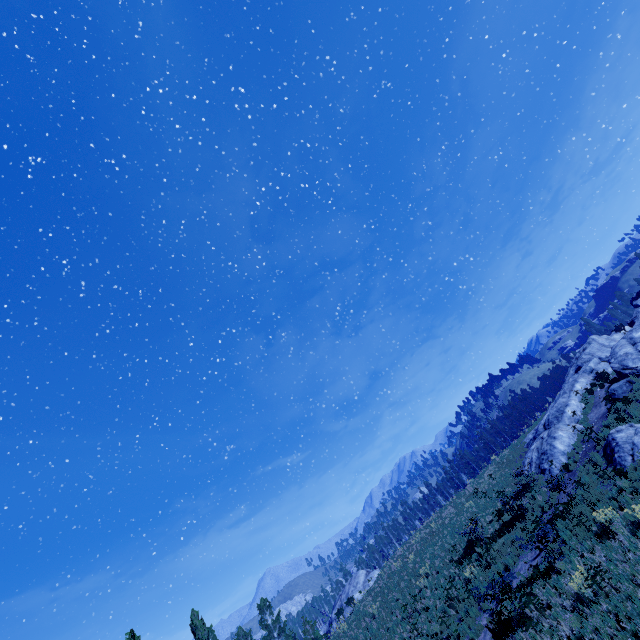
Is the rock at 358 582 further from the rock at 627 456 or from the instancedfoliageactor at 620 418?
the rock at 627 456

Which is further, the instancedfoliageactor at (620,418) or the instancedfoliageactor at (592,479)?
the instancedfoliageactor at (620,418)

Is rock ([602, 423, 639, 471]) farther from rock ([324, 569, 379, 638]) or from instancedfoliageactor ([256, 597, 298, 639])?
rock ([324, 569, 379, 638])

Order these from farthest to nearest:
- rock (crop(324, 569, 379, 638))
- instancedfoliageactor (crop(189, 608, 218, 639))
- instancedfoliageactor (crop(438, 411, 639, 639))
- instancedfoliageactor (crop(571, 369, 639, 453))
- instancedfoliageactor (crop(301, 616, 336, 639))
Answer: rock (crop(324, 569, 379, 638)) < instancedfoliageactor (crop(301, 616, 336, 639)) < instancedfoliageactor (crop(189, 608, 218, 639)) < instancedfoliageactor (crop(571, 369, 639, 453)) < instancedfoliageactor (crop(438, 411, 639, 639))

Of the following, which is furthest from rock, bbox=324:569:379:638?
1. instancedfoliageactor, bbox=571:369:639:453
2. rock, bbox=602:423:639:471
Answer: rock, bbox=602:423:639:471

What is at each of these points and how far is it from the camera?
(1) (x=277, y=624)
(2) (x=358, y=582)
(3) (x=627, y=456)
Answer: (1) instancedfoliageactor, 42.41m
(2) rock, 41.09m
(3) rock, 14.98m
